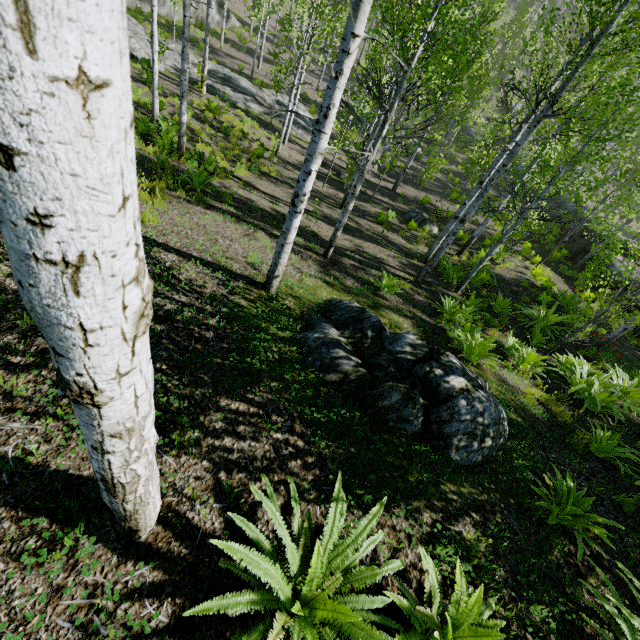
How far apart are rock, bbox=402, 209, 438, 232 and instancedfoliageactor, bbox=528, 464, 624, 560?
13.87m

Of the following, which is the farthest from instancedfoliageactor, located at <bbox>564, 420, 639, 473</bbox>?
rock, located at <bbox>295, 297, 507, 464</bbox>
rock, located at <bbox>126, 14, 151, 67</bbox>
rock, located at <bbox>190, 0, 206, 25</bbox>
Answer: rock, located at <bbox>126, 14, 151, 67</bbox>

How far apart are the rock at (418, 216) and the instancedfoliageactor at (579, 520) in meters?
13.9 m

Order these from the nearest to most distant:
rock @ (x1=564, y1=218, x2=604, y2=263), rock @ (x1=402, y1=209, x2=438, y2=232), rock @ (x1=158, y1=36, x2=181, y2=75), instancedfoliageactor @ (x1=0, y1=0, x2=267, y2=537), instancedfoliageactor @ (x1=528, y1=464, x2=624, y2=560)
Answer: instancedfoliageactor @ (x1=0, y1=0, x2=267, y2=537) < instancedfoliageactor @ (x1=528, y1=464, x2=624, y2=560) < rock @ (x1=402, y1=209, x2=438, y2=232) < rock @ (x1=158, y1=36, x2=181, y2=75) < rock @ (x1=564, y1=218, x2=604, y2=263)

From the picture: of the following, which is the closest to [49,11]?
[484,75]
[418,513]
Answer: [418,513]

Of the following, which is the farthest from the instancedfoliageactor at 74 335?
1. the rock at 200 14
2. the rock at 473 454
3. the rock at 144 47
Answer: the rock at 144 47

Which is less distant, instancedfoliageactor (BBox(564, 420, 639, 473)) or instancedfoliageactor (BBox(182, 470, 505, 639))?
instancedfoliageactor (BBox(182, 470, 505, 639))

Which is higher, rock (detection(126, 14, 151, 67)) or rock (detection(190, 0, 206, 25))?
rock (detection(190, 0, 206, 25))
